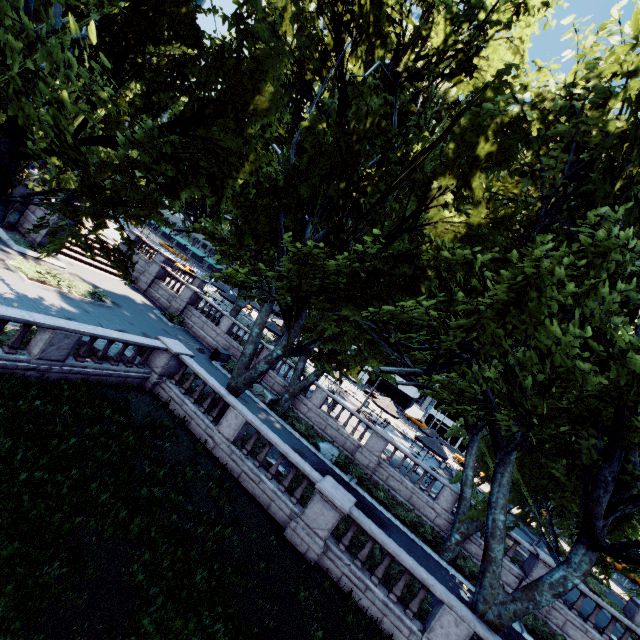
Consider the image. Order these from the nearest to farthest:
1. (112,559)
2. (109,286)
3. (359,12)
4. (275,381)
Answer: (112,559), (359,12), (275,381), (109,286)

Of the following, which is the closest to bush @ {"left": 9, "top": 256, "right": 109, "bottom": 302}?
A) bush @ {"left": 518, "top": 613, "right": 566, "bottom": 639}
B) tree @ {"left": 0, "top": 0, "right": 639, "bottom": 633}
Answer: tree @ {"left": 0, "top": 0, "right": 639, "bottom": 633}

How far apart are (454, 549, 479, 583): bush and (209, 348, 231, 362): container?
19.19m

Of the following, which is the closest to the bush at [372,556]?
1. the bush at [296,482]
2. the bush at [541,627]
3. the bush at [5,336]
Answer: the bush at [296,482]

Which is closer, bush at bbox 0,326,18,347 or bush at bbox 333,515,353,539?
bush at bbox 0,326,18,347

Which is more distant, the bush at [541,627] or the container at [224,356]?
the container at [224,356]

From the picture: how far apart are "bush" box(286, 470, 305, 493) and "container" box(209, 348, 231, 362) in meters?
11.8 m

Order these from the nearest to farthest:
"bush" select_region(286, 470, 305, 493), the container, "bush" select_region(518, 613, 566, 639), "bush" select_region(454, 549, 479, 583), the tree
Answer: the tree < "bush" select_region(286, 470, 305, 493) < "bush" select_region(518, 613, 566, 639) < "bush" select_region(454, 549, 479, 583) < the container
